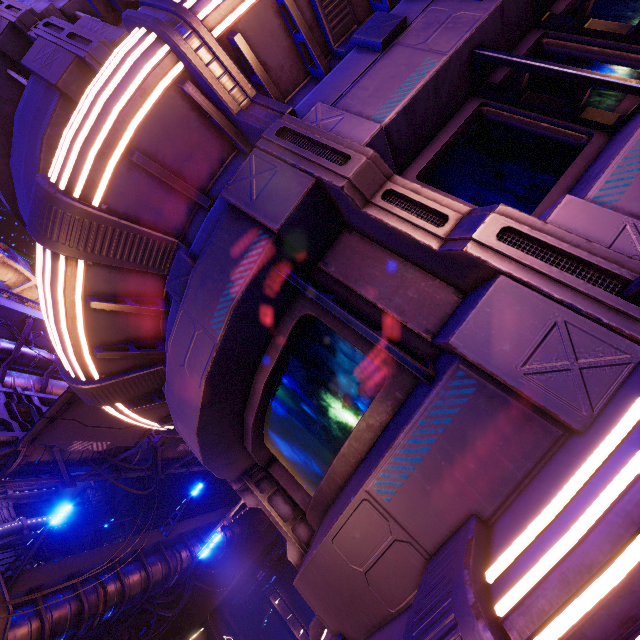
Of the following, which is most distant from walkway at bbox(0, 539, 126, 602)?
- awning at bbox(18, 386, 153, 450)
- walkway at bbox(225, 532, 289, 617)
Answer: awning at bbox(18, 386, 153, 450)

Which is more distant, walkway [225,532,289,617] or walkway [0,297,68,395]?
walkway [225,532,289,617]

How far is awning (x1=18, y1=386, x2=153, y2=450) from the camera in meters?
8.5

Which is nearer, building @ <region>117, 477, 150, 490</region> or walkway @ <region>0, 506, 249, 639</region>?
walkway @ <region>0, 506, 249, 639</region>

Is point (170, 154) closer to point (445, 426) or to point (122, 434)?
point (445, 426)

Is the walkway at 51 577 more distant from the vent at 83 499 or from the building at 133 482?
the vent at 83 499

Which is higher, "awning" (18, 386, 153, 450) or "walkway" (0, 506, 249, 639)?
"awning" (18, 386, 153, 450)

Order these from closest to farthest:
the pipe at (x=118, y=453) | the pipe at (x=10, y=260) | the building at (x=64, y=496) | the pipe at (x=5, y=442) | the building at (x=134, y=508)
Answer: the pipe at (x=5, y=442), the pipe at (x=118, y=453), the pipe at (x=10, y=260), the building at (x=134, y=508), the building at (x=64, y=496)
